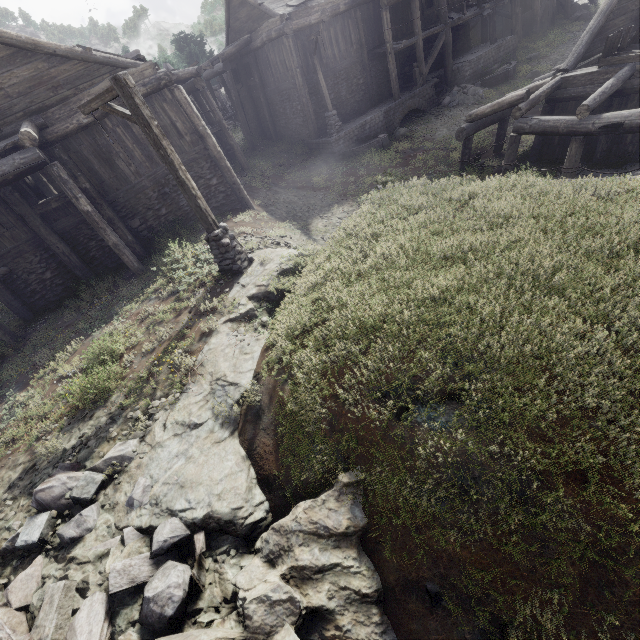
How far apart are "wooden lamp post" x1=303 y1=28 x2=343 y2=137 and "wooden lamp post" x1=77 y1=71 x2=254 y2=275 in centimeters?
1301cm

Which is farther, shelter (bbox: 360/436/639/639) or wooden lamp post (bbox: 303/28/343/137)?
wooden lamp post (bbox: 303/28/343/137)

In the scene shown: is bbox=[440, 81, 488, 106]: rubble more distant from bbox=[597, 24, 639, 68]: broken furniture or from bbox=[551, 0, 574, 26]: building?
bbox=[597, 24, 639, 68]: broken furniture

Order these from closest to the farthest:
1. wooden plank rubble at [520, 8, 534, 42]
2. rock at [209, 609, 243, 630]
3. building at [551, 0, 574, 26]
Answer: rock at [209, 609, 243, 630]
wooden plank rubble at [520, 8, 534, 42]
building at [551, 0, 574, 26]

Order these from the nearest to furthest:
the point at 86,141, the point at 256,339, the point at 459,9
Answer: the point at 256,339
the point at 86,141
the point at 459,9

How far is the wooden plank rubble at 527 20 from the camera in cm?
2450

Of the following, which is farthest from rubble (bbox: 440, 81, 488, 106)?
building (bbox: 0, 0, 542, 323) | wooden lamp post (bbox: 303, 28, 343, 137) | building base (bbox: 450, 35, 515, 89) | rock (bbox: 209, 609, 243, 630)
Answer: rock (bbox: 209, 609, 243, 630)

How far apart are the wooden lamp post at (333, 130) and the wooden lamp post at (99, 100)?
13.01m
